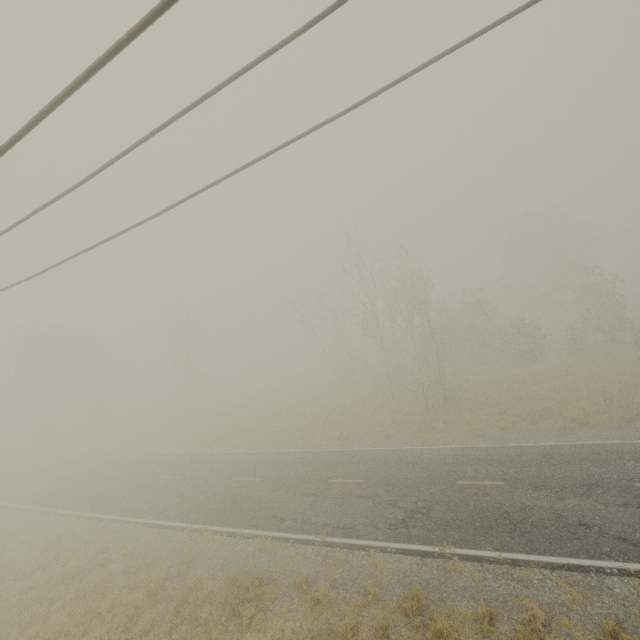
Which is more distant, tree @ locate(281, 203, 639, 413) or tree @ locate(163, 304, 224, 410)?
tree @ locate(163, 304, 224, 410)

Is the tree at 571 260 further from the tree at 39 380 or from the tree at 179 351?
the tree at 39 380

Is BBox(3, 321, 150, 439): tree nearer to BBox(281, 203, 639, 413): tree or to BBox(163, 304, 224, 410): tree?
BBox(163, 304, 224, 410): tree

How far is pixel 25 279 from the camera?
7.86m

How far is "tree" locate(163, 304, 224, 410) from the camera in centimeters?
3738cm

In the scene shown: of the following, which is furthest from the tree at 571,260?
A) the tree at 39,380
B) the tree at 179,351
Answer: the tree at 39,380

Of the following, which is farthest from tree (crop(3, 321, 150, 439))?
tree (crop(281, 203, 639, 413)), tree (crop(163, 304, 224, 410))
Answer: tree (crop(281, 203, 639, 413))
